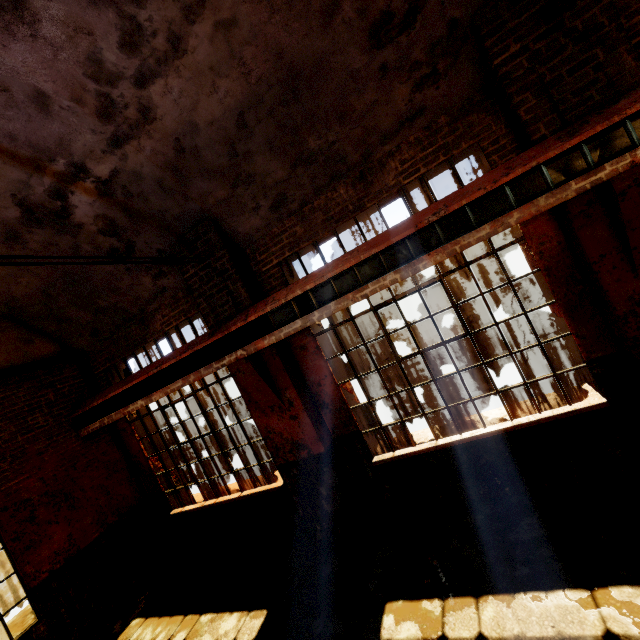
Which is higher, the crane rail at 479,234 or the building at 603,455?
the crane rail at 479,234

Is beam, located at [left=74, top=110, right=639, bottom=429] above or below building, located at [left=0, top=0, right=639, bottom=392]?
below

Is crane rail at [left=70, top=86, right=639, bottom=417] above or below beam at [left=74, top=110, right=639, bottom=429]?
above

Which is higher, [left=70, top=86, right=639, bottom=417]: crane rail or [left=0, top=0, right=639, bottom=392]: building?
[left=0, top=0, right=639, bottom=392]: building

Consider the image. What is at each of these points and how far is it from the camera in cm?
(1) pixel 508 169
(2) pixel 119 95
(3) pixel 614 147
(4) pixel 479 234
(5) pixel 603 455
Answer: (1) crane rail, 333
(2) building, 362
(3) beam, 300
(4) crane rail, 346
(5) building, 402

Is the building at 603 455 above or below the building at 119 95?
below

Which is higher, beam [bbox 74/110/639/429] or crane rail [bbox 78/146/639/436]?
beam [bbox 74/110/639/429]
